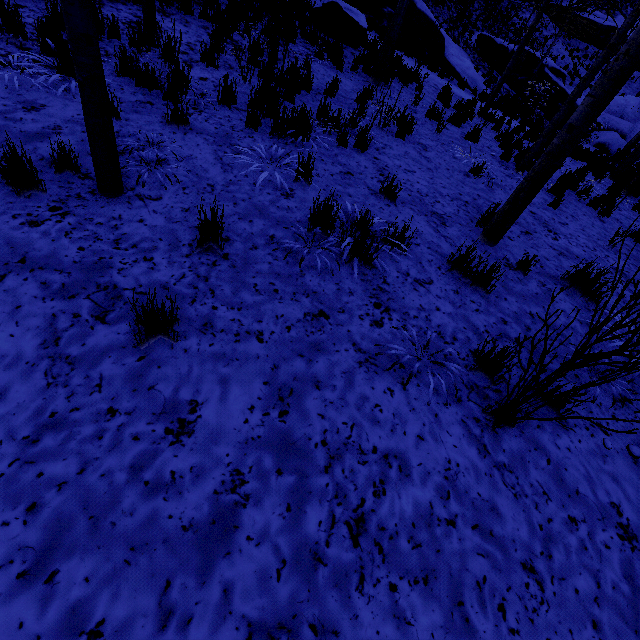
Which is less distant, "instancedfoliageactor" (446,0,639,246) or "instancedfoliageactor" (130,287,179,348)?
"instancedfoliageactor" (130,287,179,348)

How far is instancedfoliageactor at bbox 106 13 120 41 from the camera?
5.31m

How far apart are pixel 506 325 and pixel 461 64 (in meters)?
18.10

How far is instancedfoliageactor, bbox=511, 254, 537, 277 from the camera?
4.0m

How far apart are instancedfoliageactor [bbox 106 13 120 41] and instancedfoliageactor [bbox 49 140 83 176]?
3.5 meters

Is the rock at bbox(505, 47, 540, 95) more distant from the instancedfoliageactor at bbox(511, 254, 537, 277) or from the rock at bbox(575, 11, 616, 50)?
the instancedfoliageactor at bbox(511, 254, 537, 277)

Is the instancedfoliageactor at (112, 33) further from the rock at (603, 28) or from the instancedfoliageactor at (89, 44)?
the rock at (603, 28)

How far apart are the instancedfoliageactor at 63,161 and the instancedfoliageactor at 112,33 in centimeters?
353cm
